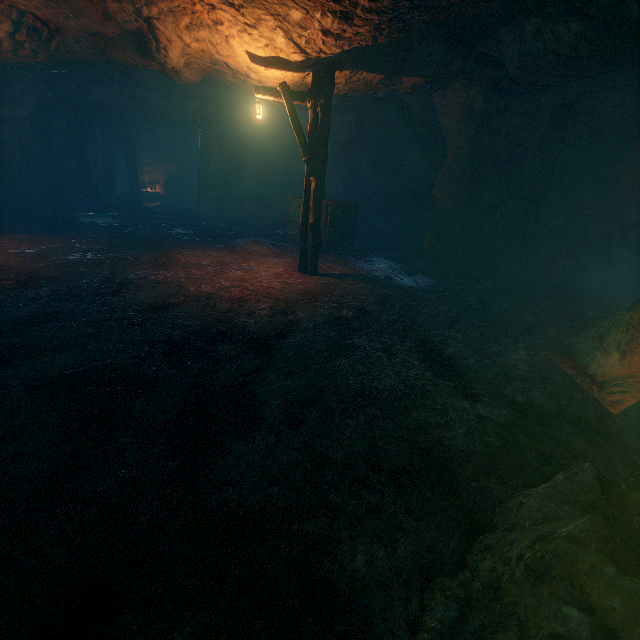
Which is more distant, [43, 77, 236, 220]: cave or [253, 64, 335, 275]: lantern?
[43, 77, 236, 220]: cave

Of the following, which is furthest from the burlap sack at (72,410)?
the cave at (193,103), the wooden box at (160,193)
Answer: the wooden box at (160,193)

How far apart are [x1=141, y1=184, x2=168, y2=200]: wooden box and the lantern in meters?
18.2

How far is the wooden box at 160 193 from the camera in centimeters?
2238cm

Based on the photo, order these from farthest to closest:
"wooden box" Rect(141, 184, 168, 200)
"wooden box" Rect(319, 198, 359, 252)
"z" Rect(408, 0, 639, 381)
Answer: "wooden box" Rect(141, 184, 168, 200) < "wooden box" Rect(319, 198, 359, 252) < "z" Rect(408, 0, 639, 381)

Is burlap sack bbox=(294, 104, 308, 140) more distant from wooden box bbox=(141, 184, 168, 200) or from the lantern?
wooden box bbox=(141, 184, 168, 200)

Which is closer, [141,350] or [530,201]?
[141,350]

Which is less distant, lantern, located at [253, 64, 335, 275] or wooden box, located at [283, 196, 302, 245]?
lantern, located at [253, 64, 335, 275]
